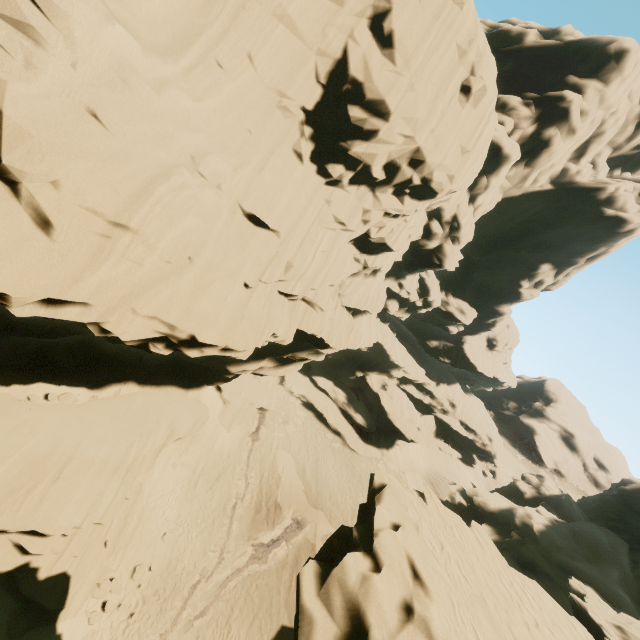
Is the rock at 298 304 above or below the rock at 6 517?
above

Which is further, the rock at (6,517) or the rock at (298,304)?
the rock at (6,517)

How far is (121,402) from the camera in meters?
21.9

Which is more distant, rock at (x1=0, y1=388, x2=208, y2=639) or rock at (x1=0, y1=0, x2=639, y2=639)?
rock at (x1=0, y1=388, x2=208, y2=639)

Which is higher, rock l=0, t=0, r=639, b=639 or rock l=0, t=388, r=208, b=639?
rock l=0, t=0, r=639, b=639
